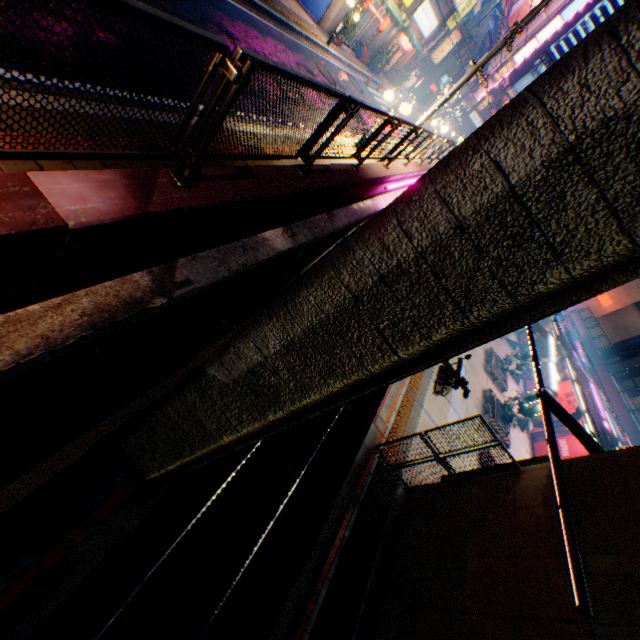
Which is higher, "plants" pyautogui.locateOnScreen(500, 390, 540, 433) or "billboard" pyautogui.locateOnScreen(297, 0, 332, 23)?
"billboard" pyautogui.locateOnScreen(297, 0, 332, 23)

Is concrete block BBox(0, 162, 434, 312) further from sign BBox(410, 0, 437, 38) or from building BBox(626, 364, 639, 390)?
building BBox(626, 364, 639, 390)

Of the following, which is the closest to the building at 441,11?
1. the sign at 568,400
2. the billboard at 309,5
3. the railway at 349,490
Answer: the billboard at 309,5

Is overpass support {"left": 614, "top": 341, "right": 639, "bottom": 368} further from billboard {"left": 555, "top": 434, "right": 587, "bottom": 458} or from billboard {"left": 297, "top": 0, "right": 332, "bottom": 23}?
billboard {"left": 297, "top": 0, "right": 332, "bottom": 23}

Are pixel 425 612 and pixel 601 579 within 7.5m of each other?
yes

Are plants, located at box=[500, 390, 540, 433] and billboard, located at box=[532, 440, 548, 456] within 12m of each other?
yes

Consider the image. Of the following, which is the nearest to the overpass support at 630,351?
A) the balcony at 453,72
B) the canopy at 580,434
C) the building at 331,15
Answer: the canopy at 580,434

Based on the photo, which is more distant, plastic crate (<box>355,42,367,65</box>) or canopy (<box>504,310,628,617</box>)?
plastic crate (<box>355,42,367,65</box>)
